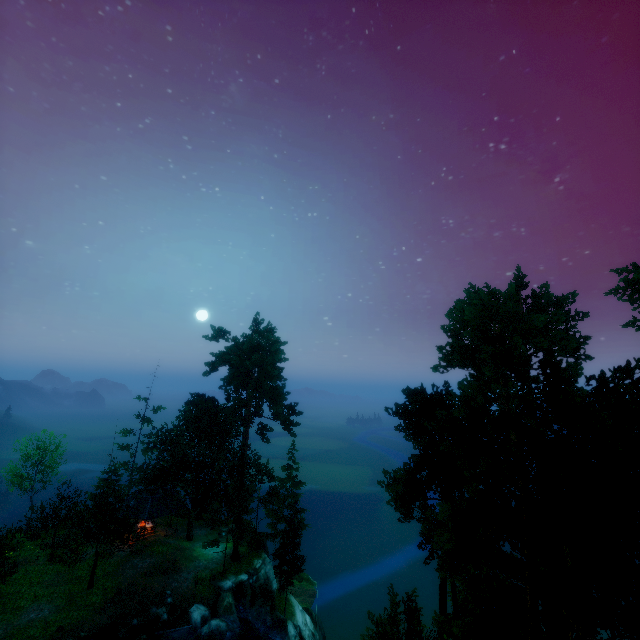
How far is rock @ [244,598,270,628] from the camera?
28.0 meters

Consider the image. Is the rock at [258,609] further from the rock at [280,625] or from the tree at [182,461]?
the tree at [182,461]

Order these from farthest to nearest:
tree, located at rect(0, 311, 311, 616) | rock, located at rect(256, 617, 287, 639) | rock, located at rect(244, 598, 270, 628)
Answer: tree, located at rect(0, 311, 311, 616)
rock, located at rect(244, 598, 270, 628)
rock, located at rect(256, 617, 287, 639)

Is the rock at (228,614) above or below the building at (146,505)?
below

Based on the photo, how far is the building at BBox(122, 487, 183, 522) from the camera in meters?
33.4

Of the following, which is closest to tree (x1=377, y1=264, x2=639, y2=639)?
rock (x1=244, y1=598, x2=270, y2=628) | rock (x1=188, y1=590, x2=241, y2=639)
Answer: rock (x1=188, y1=590, x2=241, y2=639)

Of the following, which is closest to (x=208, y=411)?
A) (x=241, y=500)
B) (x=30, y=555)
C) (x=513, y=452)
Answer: (x=241, y=500)

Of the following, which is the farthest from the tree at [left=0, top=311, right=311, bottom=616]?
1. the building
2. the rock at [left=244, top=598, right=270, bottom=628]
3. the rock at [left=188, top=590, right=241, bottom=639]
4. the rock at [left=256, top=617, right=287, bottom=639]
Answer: the rock at [left=256, top=617, right=287, bottom=639]
